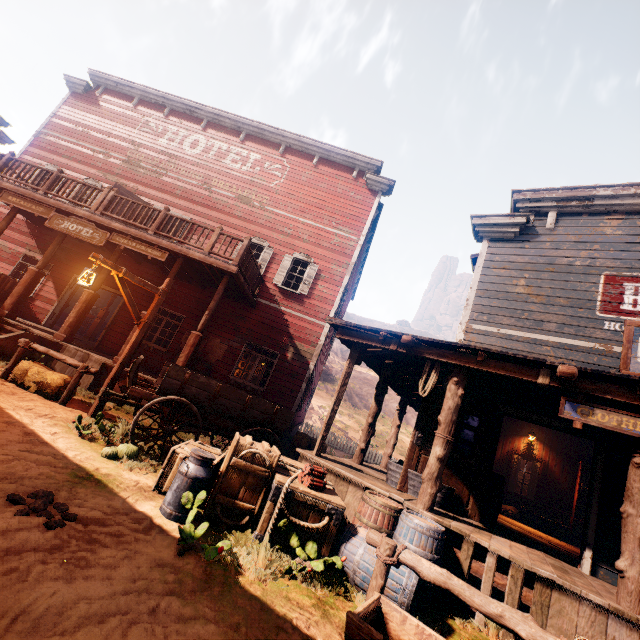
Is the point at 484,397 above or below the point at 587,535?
above

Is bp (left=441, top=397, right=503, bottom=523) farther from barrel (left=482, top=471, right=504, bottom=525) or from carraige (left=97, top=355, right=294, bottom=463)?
carraige (left=97, top=355, right=294, bottom=463)

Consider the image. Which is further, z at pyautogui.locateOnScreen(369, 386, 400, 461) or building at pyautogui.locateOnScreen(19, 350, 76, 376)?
z at pyautogui.locateOnScreen(369, 386, 400, 461)

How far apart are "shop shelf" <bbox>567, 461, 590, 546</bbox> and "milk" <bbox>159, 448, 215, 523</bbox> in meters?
12.7 m

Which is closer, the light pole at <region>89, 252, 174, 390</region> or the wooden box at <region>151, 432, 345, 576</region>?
the wooden box at <region>151, 432, 345, 576</region>

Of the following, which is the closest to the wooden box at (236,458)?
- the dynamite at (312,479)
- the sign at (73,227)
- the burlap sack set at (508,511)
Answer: the dynamite at (312,479)

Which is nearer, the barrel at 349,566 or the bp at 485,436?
the barrel at 349,566

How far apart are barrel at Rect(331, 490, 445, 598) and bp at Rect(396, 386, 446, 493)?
1.1m
